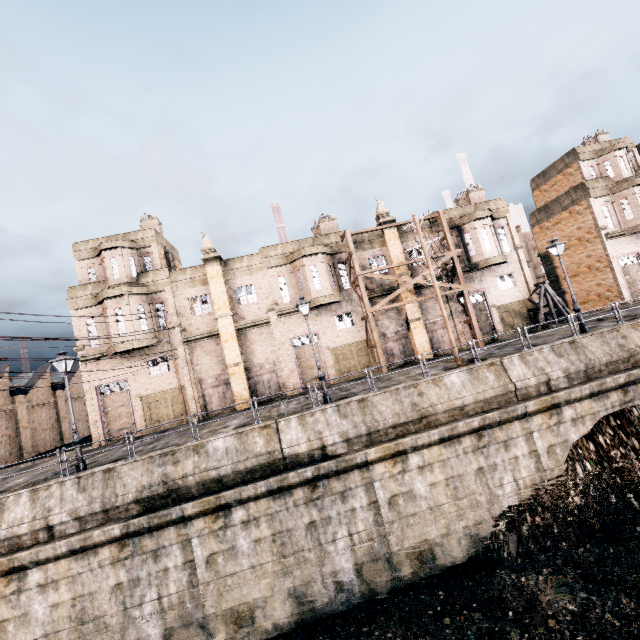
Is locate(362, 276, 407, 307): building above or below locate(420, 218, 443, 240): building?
below

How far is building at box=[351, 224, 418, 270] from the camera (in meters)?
27.83

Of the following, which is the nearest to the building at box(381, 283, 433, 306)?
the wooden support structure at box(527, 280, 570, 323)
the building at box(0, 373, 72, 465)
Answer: the wooden support structure at box(527, 280, 570, 323)

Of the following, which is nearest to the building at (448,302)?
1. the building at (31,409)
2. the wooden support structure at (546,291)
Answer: the wooden support structure at (546,291)

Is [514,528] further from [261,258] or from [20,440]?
[20,440]

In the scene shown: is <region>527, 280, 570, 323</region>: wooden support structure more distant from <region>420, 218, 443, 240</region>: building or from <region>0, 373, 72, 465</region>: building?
<region>0, 373, 72, 465</region>: building
